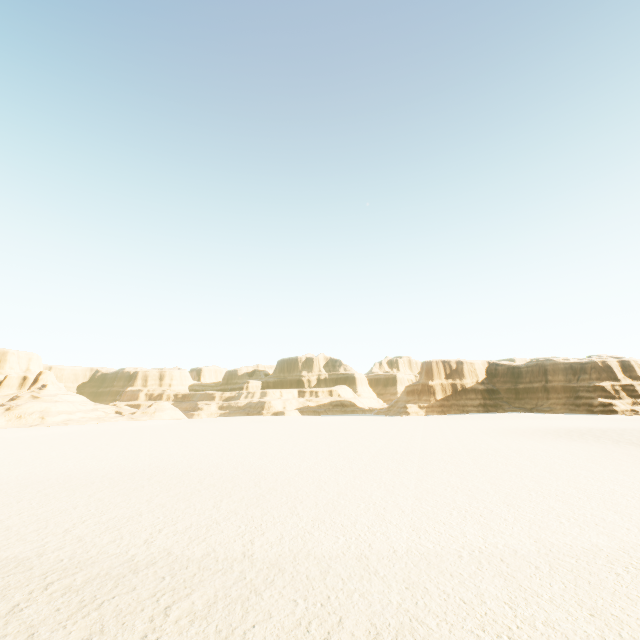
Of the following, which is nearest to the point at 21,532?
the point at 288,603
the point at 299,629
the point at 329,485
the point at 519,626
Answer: the point at 288,603
